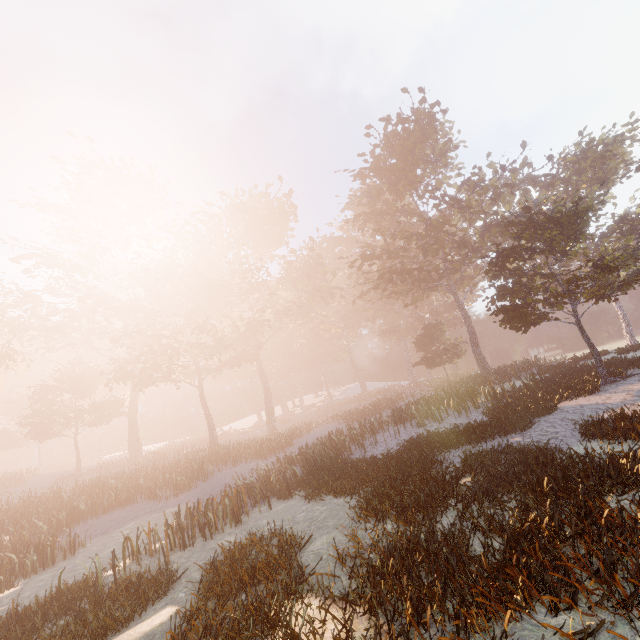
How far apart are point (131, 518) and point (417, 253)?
35.91m
